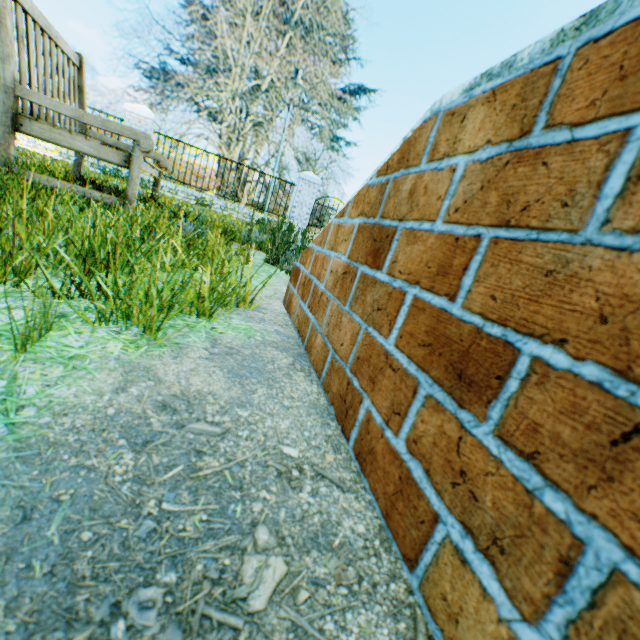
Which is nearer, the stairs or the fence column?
the stairs

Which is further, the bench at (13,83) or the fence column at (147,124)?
the fence column at (147,124)

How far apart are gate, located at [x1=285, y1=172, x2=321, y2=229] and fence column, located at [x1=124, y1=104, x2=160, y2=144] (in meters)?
4.70

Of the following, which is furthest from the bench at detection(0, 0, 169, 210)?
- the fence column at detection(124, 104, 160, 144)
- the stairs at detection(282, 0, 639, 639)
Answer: the fence column at detection(124, 104, 160, 144)

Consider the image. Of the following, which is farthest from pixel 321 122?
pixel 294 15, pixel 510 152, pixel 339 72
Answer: pixel 510 152

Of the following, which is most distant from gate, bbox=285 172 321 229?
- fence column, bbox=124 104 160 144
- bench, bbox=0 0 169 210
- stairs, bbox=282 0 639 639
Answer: stairs, bbox=282 0 639 639

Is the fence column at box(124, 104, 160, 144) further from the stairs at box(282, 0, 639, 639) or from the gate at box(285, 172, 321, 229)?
Answer: the stairs at box(282, 0, 639, 639)

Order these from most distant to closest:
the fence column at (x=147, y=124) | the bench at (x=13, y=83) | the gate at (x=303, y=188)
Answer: the gate at (x=303, y=188) < the fence column at (x=147, y=124) < the bench at (x=13, y=83)
